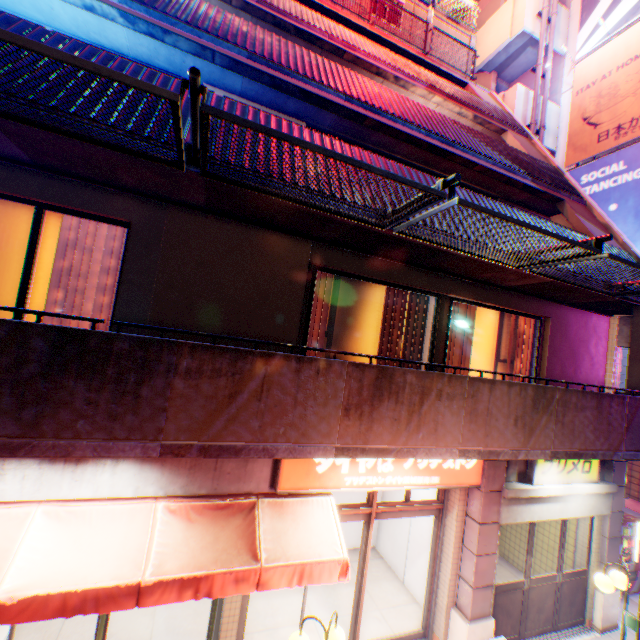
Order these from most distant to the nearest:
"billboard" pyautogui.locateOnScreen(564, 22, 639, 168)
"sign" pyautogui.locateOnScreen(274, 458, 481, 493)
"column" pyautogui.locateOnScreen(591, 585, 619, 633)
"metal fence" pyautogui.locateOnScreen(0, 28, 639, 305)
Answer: "billboard" pyautogui.locateOnScreen(564, 22, 639, 168), "column" pyautogui.locateOnScreen(591, 585, 619, 633), "sign" pyautogui.locateOnScreen(274, 458, 481, 493), "metal fence" pyautogui.locateOnScreen(0, 28, 639, 305)

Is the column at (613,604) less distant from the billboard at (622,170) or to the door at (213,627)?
the billboard at (622,170)

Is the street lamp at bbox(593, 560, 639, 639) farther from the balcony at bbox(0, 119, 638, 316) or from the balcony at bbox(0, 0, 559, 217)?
the balcony at bbox(0, 0, 559, 217)

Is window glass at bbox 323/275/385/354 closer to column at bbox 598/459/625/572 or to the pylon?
the pylon

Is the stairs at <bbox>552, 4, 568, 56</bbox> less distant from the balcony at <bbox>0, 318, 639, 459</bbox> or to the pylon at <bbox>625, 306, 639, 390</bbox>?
the pylon at <bbox>625, 306, 639, 390</bbox>

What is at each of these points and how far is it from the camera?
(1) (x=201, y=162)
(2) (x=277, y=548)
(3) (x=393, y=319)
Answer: (1) metal fence, 3.22m
(2) awning, 4.28m
(3) curtain, 6.30m

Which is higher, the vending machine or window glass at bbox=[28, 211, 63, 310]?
window glass at bbox=[28, 211, 63, 310]

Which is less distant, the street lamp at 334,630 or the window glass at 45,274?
the street lamp at 334,630
